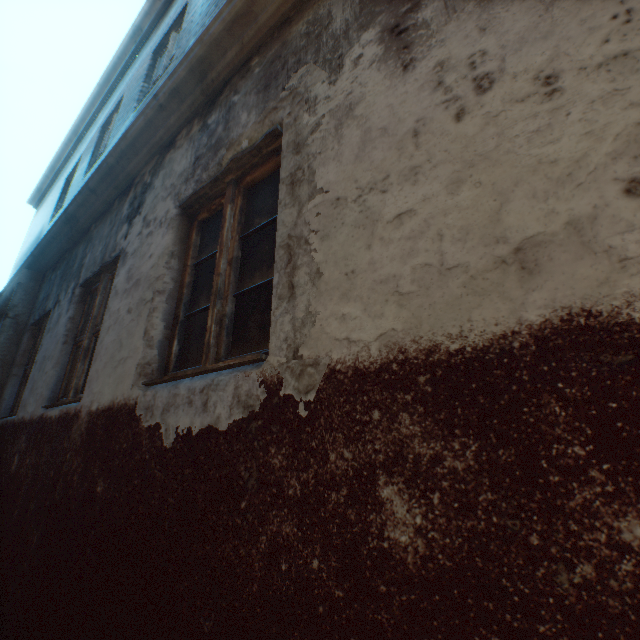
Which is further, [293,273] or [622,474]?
[293,273]
